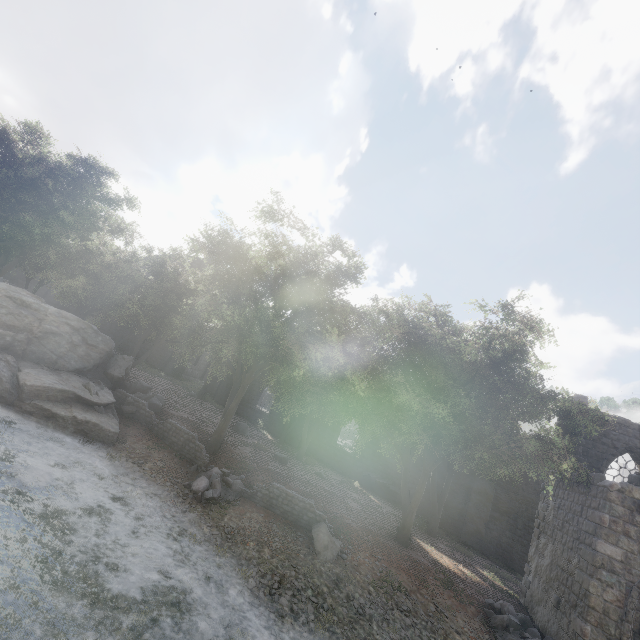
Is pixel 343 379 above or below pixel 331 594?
above

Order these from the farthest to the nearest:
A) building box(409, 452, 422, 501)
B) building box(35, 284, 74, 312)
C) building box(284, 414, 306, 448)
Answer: building box(35, 284, 74, 312) < building box(284, 414, 306, 448) < building box(409, 452, 422, 501)

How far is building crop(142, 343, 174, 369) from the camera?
32.3m

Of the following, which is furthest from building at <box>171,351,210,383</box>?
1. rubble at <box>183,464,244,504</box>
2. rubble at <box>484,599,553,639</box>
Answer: rubble at <box>183,464,244,504</box>

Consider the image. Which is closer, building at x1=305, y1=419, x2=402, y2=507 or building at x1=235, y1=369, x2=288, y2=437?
building at x1=305, y1=419, x2=402, y2=507

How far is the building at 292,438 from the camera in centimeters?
2741cm

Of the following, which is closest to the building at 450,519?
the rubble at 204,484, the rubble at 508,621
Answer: the rubble at 508,621

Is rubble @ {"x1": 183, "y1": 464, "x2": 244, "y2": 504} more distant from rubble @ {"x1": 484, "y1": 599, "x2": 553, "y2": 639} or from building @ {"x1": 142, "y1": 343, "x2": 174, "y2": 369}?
building @ {"x1": 142, "y1": 343, "x2": 174, "y2": 369}
